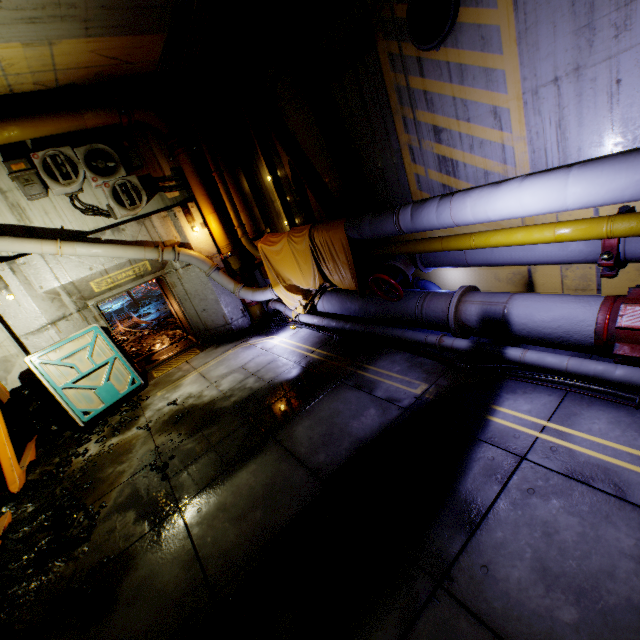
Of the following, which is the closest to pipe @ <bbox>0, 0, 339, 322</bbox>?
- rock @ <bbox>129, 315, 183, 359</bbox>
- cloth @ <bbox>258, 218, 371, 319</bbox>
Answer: cloth @ <bbox>258, 218, 371, 319</bbox>

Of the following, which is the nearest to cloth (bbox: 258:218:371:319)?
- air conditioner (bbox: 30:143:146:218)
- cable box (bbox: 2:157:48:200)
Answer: air conditioner (bbox: 30:143:146:218)

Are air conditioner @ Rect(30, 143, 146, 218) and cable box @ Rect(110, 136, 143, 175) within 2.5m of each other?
yes

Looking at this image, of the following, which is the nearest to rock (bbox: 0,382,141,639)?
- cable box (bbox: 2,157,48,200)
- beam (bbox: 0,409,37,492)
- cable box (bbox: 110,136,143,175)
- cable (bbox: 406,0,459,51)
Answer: beam (bbox: 0,409,37,492)

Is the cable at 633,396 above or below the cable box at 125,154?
below

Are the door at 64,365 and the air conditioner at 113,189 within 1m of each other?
no

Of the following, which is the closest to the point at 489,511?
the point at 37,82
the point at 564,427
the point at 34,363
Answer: the point at 564,427

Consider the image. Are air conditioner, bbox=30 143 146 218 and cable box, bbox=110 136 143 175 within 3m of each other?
yes
